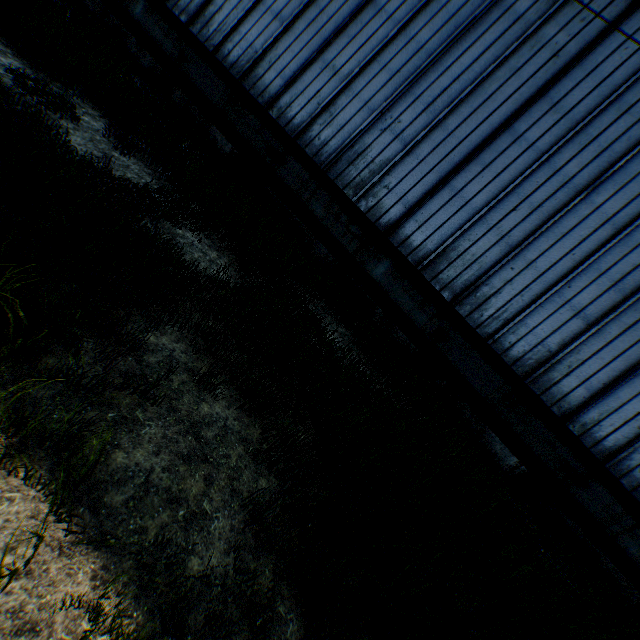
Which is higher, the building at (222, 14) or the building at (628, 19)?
the building at (628, 19)

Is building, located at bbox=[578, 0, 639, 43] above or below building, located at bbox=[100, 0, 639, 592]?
above

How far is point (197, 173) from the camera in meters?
7.3
